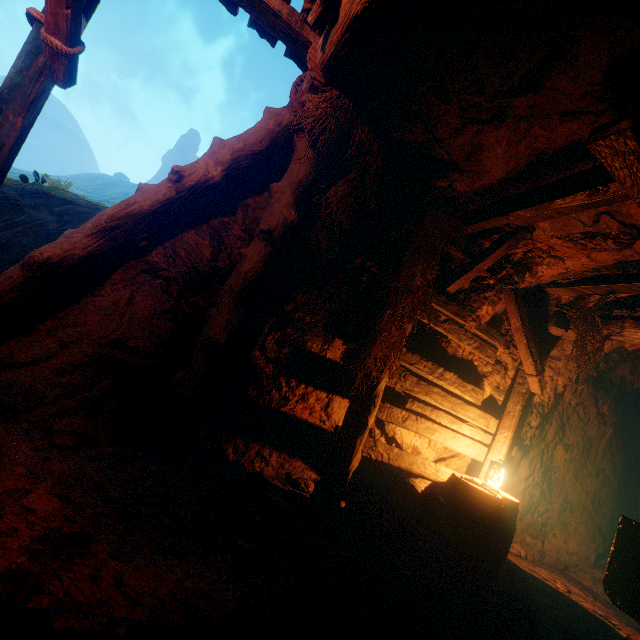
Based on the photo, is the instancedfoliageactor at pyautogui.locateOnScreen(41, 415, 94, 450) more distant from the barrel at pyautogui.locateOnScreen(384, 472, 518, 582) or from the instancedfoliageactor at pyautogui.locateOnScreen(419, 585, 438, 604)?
the barrel at pyautogui.locateOnScreen(384, 472, 518, 582)

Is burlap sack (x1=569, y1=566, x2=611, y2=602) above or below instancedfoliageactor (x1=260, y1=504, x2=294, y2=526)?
below

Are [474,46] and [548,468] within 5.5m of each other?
no

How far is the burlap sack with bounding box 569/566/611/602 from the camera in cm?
568

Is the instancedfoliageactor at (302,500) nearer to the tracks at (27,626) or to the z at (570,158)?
the z at (570,158)

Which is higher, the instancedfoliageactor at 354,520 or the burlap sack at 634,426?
the burlap sack at 634,426

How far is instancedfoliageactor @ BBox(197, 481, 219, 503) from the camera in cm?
279

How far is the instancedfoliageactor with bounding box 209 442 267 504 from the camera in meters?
3.2 m
